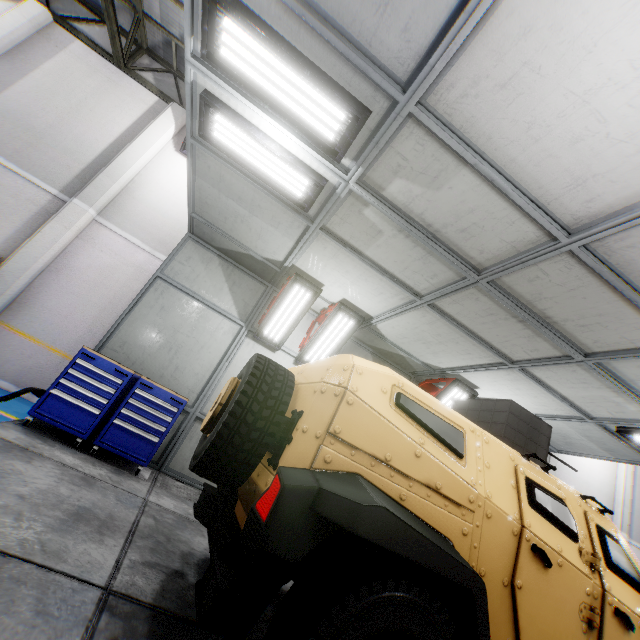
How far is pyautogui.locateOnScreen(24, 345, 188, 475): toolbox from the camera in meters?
4.5 m

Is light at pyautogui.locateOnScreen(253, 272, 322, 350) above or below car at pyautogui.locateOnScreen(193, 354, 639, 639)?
above

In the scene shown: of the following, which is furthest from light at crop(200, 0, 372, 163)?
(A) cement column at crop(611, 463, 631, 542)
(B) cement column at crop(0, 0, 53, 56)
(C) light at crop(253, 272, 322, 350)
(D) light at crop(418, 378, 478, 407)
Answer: (A) cement column at crop(611, 463, 631, 542)

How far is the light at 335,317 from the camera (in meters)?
6.14

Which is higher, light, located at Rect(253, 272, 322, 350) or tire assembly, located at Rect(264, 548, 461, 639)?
light, located at Rect(253, 272, 322, 350)

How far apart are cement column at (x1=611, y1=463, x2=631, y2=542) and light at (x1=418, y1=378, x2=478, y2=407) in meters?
10.5

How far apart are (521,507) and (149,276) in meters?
8.3

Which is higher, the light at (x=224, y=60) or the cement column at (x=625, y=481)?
the cement column at (x=625, y=481)
